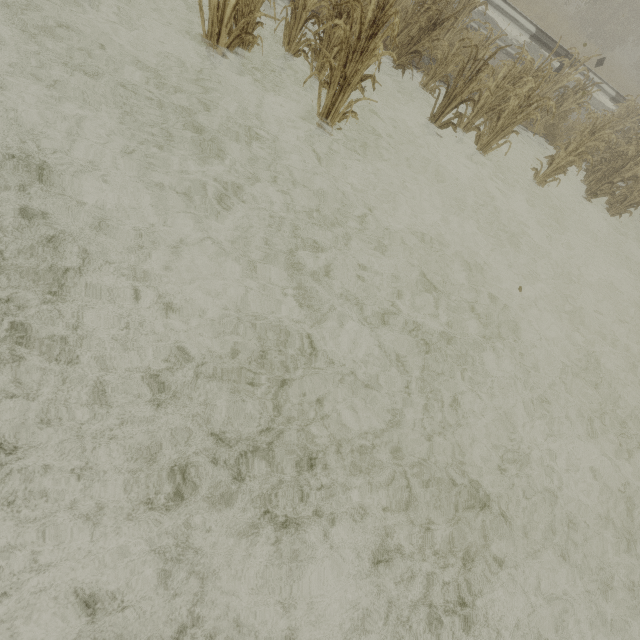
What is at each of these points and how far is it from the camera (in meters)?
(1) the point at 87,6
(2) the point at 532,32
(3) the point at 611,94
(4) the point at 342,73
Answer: (1) tree, 3.76
(2) guardrail, 9.48
(3) guardrail, 11.70
(4) tree, 4.02

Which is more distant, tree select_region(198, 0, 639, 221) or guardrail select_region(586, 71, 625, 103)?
guardrail select_region(586, 71, 625, 103)

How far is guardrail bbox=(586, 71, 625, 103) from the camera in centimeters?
1108cm

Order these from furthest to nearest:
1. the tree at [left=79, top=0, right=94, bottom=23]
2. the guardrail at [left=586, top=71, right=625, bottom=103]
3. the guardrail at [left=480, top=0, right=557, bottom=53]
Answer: the guardrail at [left=586, top=71, right=625, bottom=103]
the guardrail at [left=480, top=0, right=557, bottom=53]
the tree at [left=79, top=0, right=94, bottom=23]

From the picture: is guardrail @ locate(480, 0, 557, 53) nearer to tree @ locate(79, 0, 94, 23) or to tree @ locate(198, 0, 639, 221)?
tree @ locate(79, 0, 94, 23)

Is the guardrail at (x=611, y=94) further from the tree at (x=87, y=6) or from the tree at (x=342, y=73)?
the tree at (x=342, y=73)

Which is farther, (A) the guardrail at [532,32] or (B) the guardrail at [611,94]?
(B) the guardrail at [611,94]
